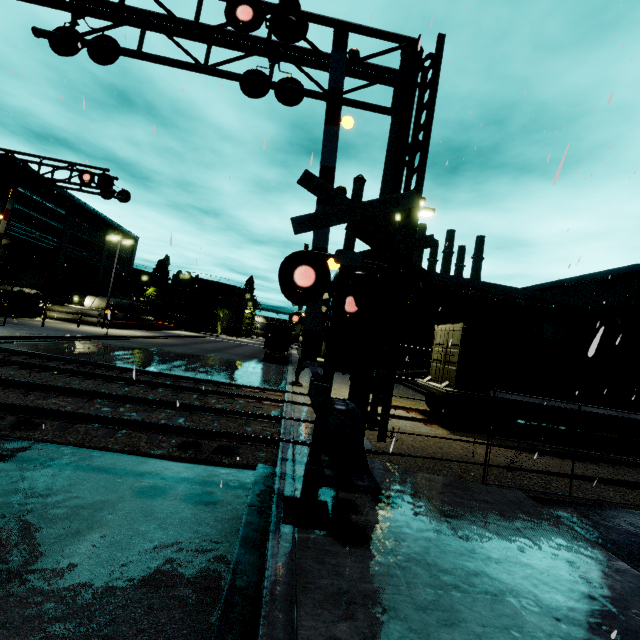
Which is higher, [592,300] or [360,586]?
[592,300]

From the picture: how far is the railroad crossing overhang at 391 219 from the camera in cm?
639

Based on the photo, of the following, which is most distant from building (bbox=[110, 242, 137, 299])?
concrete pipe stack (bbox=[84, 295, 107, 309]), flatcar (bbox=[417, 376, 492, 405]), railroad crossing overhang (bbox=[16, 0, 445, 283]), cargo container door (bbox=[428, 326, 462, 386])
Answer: railroad crossing overhang (bbox=[16, 0, 445, 283])

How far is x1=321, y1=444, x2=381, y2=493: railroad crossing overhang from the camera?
5.8 meters

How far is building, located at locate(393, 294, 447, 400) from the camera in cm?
2242

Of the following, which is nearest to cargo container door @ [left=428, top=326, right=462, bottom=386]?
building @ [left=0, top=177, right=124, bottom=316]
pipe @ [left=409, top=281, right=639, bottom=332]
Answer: building @ [left=0, top=177, right=124, bottom=316]

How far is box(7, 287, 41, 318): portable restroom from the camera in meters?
30.9

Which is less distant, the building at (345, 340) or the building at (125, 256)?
the building at (345, 340)
